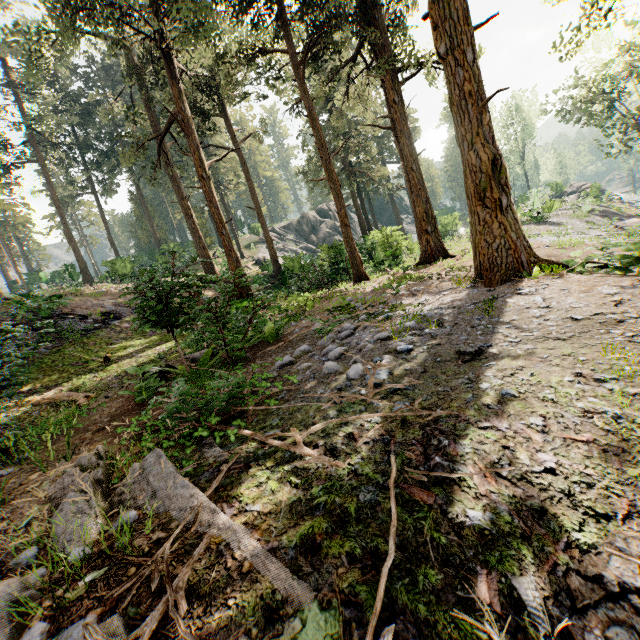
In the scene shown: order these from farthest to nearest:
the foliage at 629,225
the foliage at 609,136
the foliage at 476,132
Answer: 1. the foliage at 609,136
2. the foliage at 629,225
3. the foliage at 476,132

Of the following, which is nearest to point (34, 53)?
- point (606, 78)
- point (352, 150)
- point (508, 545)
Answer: point (352, 150)

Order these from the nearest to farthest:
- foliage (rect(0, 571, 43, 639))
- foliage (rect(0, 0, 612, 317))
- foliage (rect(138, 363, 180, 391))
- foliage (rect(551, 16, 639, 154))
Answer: foliage (rect(0, 571, 43, 639)) → foliage (rect(138, 363, 180, 391)) → foliage (rect(0, 0, 612, 317)) → foliage (rect(551, 16, 639, 154))

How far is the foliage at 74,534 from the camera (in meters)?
2.60

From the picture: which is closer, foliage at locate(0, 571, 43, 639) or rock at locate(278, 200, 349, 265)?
foliage at locate(0, 571, 43, 639)

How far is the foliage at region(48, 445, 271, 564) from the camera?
2.60m

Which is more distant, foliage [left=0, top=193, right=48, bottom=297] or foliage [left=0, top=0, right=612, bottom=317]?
foliage [left=0, top=193, right=48, bottom=297]
